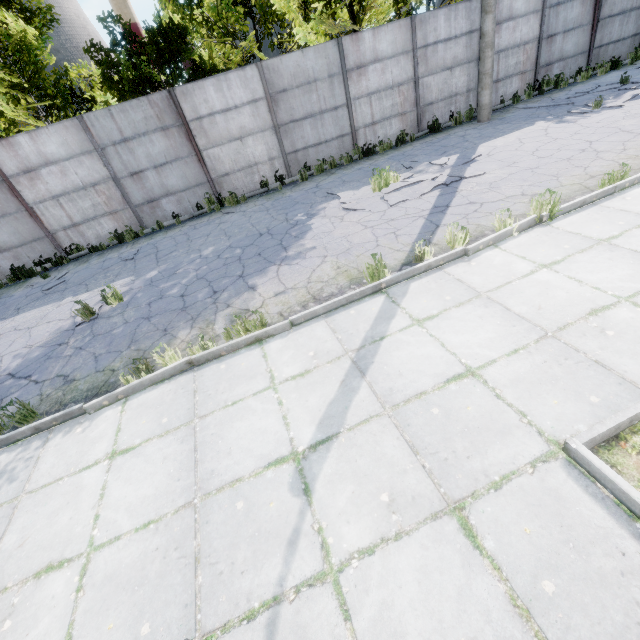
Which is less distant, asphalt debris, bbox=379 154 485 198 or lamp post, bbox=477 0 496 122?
asphalt debris, bbox=379 154 485 198

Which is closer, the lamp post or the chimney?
the lamp post

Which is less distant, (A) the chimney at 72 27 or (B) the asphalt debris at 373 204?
(B) the asphalt debris at 373 204

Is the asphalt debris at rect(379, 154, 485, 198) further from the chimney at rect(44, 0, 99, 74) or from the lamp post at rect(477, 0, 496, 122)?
the chimney at rect(44, 0, 99, 74)

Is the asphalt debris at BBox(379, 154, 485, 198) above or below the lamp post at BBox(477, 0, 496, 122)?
below

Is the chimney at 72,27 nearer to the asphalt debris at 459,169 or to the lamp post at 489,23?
the asphalt debris at 459,169

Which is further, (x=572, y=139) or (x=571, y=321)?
(x=572, y=139)

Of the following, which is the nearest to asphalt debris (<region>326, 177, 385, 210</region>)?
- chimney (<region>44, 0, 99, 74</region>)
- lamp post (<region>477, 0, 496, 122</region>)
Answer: lamp post (<region>477, 0, 496, 122</region>)
